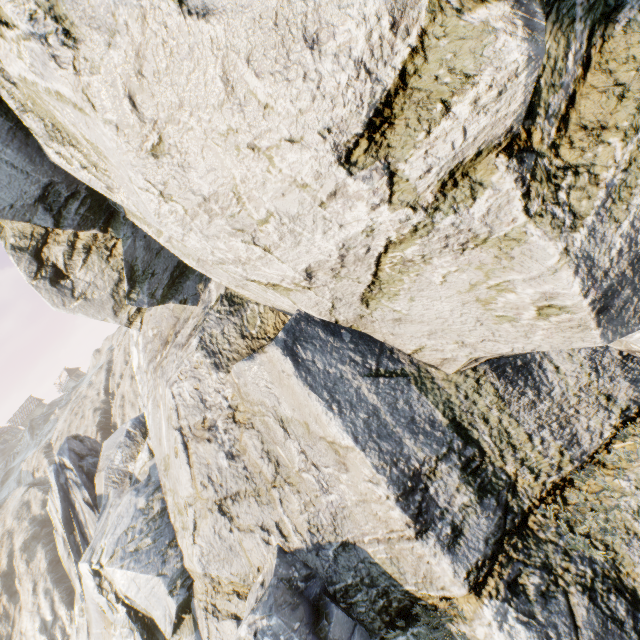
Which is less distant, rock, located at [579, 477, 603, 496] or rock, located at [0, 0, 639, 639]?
rock, located at [0, 0, 639, 639]

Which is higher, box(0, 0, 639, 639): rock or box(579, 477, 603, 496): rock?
box(0, 0, 639, 639): rock

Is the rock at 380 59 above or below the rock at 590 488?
above

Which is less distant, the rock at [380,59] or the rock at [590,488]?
the rock at [380,59]

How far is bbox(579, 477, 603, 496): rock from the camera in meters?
4.9

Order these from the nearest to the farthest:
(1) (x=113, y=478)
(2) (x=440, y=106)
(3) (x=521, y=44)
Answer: (3) (x=521, y=44) → (2) (x=440, y=106) → (1) (x=113, y=478)
